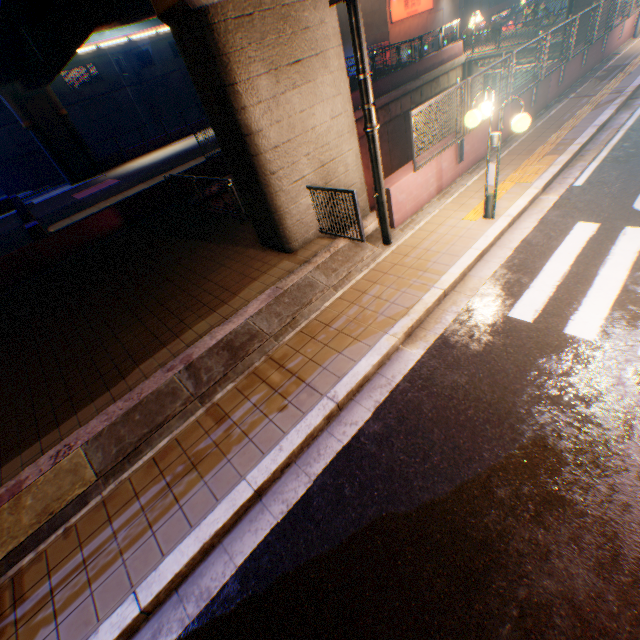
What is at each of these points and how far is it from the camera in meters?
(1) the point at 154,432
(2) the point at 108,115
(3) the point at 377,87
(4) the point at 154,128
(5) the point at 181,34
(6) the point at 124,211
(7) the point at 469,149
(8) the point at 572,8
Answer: (1) concrete curb, 4.9
(2) building, 36.6
(3) concrete block, 19.7
(4) building, 41.0
(5) overpass support, 5.6
(6) concrete block, 12.9
(7) concrete block, 8.7
(8) overpass support, 16.7

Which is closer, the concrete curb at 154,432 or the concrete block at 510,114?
the concrete curb at 154,432

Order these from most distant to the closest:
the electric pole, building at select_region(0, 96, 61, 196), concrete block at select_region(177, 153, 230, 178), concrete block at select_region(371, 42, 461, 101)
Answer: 1. building at select_region(0, 96, 61, 196)
2. concrete block at select_region(371, 42, 461, 101)
3. concrete block at select_region(177, 153, 230, 178)
4. the electric pole

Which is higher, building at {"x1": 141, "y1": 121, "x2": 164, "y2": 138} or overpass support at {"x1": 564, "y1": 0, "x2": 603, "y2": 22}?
overpass support at {"x1": 564, "y1": 0, "x2": 603, "y2": 22}

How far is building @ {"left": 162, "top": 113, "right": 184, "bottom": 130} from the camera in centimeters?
4183cm

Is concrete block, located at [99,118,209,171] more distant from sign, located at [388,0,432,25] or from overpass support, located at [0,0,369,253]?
sign, located at [388,0,432,25]

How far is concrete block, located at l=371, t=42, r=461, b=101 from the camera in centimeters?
1992cm

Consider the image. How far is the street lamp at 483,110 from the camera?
5.5 meters
